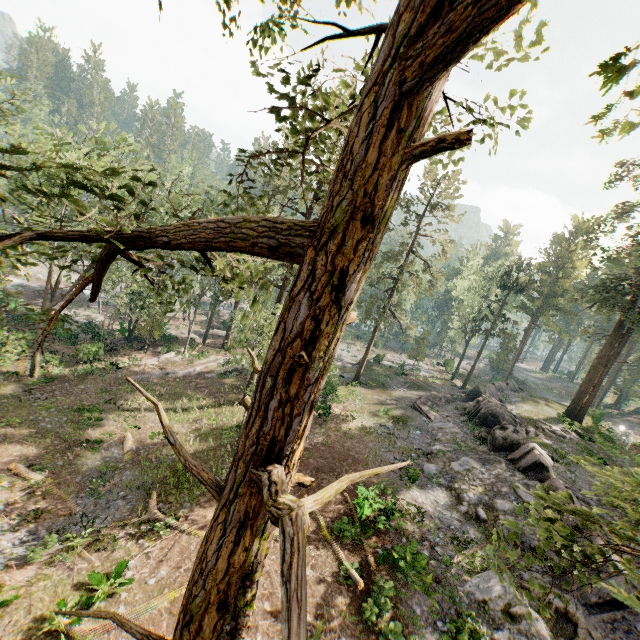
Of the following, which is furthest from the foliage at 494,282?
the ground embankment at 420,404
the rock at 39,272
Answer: the ground embankment at 420,404

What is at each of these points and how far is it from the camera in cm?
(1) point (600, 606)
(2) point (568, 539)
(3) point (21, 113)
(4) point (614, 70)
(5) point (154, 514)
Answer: (1) rock, 1171
(2) foliage, 334
(3) foliage, 2159
(4) foliage, 210
(5) foliage, 1473

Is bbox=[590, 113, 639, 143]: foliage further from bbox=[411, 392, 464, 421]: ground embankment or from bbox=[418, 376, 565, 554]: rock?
bbox=[411, 392, 464, 421]: ground embankment

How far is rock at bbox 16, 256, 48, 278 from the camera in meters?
49.0

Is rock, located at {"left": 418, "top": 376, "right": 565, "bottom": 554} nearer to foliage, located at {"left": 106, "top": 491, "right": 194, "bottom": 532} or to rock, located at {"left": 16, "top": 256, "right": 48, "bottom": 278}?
foliage, located at {"left": 106, "top": 491, "right": 194, "bottom": 532}

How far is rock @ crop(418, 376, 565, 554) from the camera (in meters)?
16.38

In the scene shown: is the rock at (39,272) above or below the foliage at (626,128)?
below

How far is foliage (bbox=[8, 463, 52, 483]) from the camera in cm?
1642
